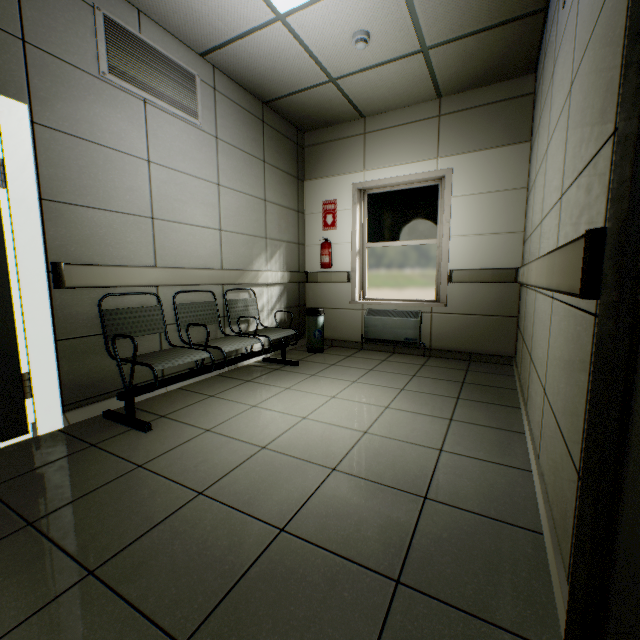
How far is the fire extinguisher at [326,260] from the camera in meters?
4.8 m

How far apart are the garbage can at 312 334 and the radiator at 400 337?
0.6 meters

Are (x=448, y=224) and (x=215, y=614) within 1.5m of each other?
no

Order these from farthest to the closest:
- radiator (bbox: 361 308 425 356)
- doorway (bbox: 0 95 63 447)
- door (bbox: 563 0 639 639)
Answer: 1. radiator (bbox: 361 308 425 356)
2. doorway (bbox: 0 95 63 447)
3. door (bbox: 563 0 639 639)

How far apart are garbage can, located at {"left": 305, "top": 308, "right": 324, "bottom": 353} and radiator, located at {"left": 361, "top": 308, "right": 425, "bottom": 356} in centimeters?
60cm

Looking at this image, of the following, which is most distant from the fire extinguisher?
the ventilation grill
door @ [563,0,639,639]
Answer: door @ [563,0,639,639]

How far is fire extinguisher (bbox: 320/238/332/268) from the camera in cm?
479

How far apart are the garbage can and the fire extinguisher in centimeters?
71cm
